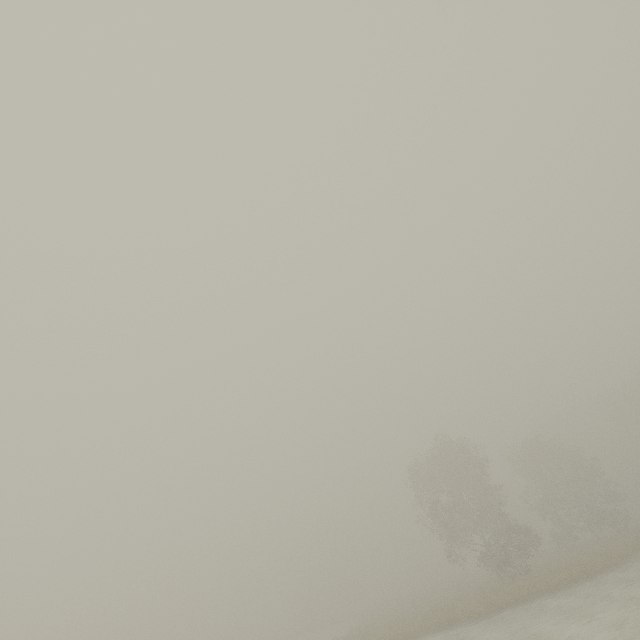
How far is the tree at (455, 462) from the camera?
26.86m

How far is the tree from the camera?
26.9 meters

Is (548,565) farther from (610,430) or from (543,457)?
(610,430)
